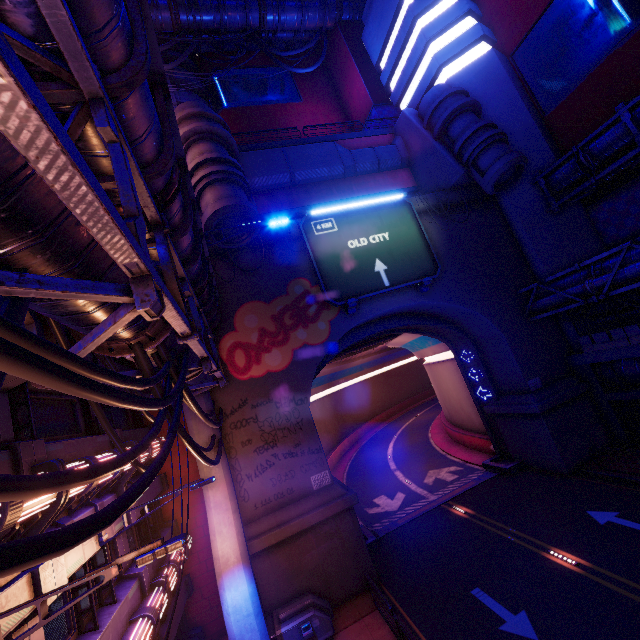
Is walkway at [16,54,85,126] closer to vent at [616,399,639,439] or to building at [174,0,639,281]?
building at [174,0,639,281]

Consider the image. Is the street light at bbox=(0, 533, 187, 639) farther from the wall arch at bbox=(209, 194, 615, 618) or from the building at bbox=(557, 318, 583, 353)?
the building at bbox=(557, 318, 583, 353)

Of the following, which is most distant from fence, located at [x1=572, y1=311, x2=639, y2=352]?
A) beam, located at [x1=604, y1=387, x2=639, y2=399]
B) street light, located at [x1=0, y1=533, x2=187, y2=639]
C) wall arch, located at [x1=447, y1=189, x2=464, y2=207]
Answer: street light, located at [x1=0, y1=533, x2=187, y2=639]

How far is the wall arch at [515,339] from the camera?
14.4m

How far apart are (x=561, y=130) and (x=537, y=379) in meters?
16.4 m

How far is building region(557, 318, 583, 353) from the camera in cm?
2058

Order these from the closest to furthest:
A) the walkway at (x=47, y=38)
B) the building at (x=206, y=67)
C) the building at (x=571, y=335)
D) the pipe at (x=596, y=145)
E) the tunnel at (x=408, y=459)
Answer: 1. the walkway at (x=47, y=38)
2. the pipe at (x=596, y=145)
3. the building at (x=571, y=335)
4. the tunnel at (x=408, y=459)
5. the building at (x=206, y=67)

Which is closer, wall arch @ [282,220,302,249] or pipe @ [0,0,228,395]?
pipe @ [0,0,228,395]
